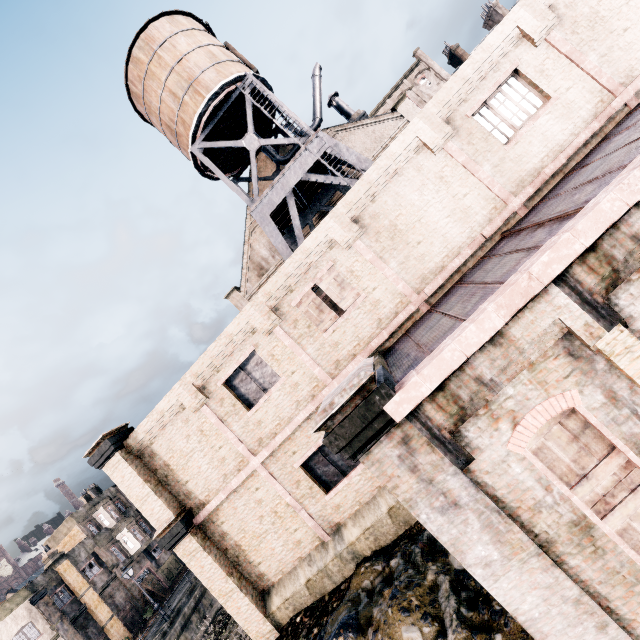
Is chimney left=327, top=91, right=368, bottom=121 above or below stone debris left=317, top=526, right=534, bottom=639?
above

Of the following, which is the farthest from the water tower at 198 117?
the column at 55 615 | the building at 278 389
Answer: the column at 55 615

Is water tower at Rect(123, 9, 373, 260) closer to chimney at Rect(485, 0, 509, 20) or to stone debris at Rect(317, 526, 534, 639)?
stone debris at Rect(317, 526, 534, 639)

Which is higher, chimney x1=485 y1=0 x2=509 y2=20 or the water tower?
chimney x1=485 y1=0 x2=509 y2=20

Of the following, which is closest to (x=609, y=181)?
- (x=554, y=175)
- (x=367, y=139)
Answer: (x=554, y=175)

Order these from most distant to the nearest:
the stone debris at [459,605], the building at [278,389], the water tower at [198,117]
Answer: the water tower at [198,117], the stone debris at [459,605], the building at [278,389]

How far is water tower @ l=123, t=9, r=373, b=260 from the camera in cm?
1767

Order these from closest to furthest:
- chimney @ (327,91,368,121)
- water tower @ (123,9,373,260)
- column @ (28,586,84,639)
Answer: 1. water tower @ (123,9,373,260)
2. column @ (28,586,84,639)
3. chimney @ (327,91,368,121)
